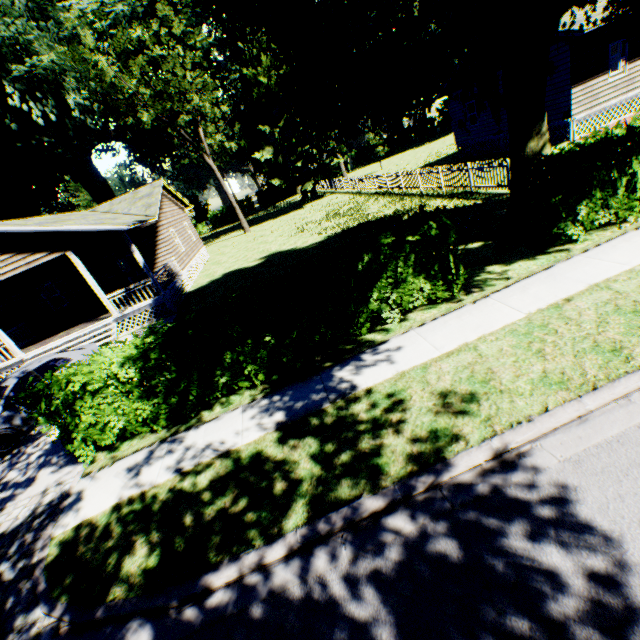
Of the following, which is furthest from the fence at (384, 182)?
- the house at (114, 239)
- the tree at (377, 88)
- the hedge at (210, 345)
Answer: the house at (114, 239)

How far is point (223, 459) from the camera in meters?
5.6 m

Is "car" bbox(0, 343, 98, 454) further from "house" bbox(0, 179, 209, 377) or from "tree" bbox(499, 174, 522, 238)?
"tree" bbox(499, 174, 522, 238)

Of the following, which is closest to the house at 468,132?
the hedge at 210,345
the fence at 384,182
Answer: the fence at 384,182

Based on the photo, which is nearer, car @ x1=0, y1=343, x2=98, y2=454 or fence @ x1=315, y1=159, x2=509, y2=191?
car @ x1=0, y1=343, x2=98, y2=454

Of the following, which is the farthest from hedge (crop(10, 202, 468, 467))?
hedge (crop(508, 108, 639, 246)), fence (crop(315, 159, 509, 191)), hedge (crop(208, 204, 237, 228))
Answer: hedge (crop(208, 204, 237, 228))

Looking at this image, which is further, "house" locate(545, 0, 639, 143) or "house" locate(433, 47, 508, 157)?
"house" locate(433, 47, 508, 157)

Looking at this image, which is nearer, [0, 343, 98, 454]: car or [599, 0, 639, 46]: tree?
[599, 0, 639, 46]: tree
